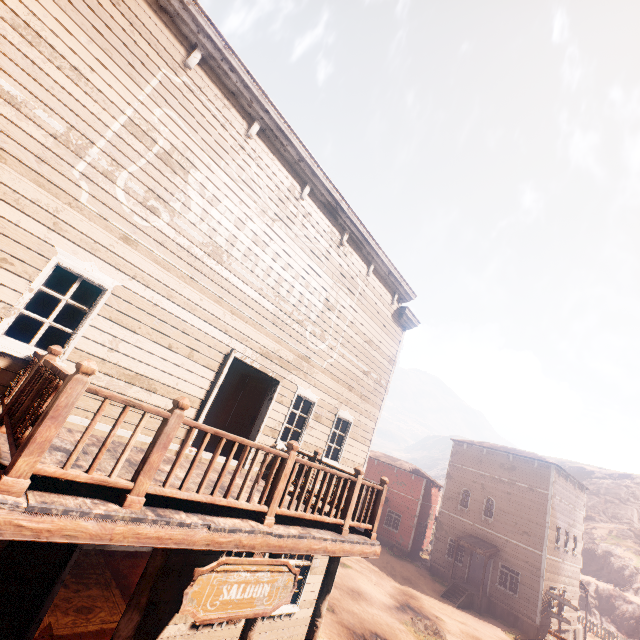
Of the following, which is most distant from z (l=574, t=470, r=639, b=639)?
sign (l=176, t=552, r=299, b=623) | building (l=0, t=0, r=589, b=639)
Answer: sign (l=176, t=552, r=299, b=623)

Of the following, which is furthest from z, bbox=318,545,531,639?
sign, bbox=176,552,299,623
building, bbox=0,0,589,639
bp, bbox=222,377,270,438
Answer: bp, bbox=222,377,270,438

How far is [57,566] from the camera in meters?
5.2

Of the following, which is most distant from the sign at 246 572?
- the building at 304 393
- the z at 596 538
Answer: the z at 596 538

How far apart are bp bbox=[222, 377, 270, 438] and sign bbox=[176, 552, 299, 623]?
4.0 meters

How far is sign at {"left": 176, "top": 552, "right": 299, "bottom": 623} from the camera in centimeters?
350cm

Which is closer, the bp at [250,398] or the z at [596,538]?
the bp at [250,398]
